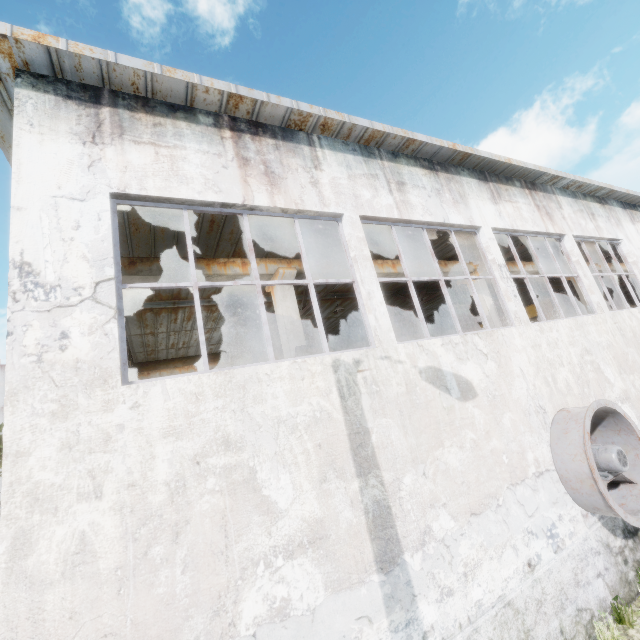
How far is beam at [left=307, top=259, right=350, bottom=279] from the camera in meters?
9.0

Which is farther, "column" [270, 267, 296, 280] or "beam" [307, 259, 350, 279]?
"beam" [307, 259, 350, 279]

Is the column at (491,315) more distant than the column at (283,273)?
Yes

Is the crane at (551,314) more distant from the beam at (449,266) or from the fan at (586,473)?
the fan at (586,473)

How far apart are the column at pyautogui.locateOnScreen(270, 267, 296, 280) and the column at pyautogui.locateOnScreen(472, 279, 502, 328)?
7.47m

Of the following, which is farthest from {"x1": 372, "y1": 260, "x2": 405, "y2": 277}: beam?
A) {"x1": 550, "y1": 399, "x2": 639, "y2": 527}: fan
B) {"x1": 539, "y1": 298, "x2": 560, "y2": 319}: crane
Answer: A: {"x1": 550, "y1": 399, "x2": 639, "y2": 527}: fan

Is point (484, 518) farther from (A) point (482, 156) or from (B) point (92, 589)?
(A) point (482, 156)
